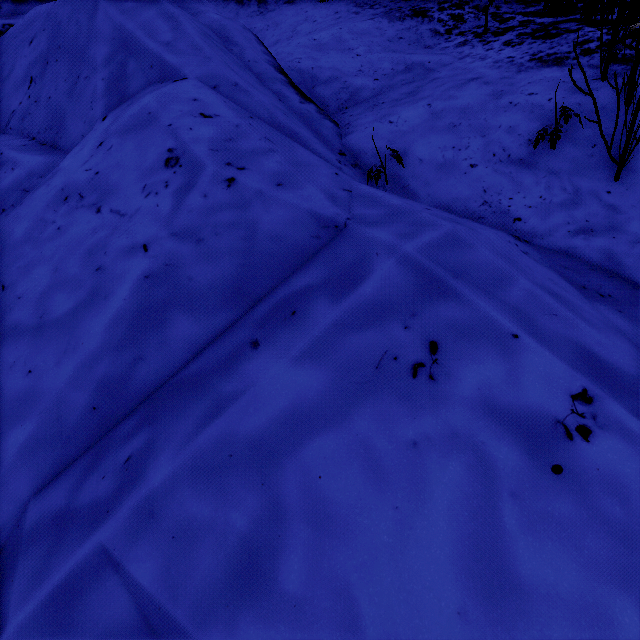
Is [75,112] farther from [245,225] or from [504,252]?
[504,252]
